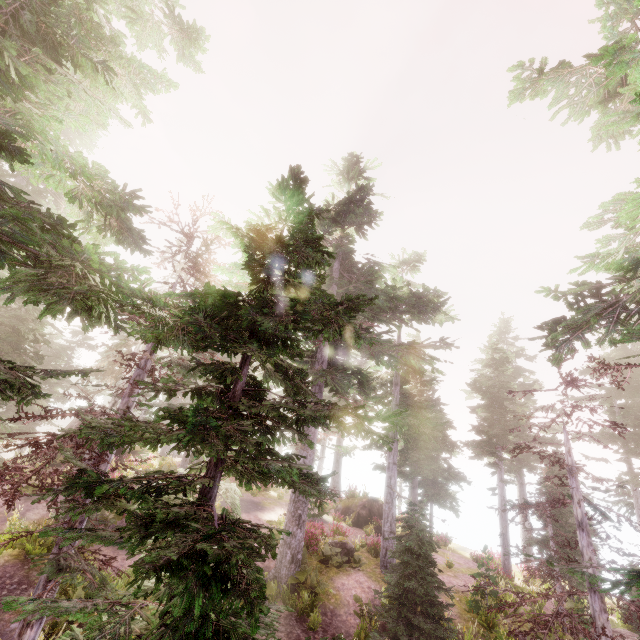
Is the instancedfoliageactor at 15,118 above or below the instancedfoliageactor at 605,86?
below

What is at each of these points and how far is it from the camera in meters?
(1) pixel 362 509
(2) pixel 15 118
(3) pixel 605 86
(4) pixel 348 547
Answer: (1) rock, 26.4
(2) instancedfoliageactor, 5.6
(3) instancedfoliageactor, 7.3
(4) rock, 17.1

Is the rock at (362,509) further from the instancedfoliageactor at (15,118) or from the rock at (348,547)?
the rock at (348,547)

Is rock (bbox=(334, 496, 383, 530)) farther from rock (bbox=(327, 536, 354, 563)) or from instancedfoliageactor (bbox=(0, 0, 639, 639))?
rock (bbox=(327, 536, 354, 563))

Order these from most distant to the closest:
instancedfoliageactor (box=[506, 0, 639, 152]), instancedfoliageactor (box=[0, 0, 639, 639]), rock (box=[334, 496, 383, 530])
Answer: rock (box=[334, 496, 383, 530]), instancedfoliageactor (box=[506, 0, 639, 152]), instancedfoliageactor (box=[0, 0, 639, 639])

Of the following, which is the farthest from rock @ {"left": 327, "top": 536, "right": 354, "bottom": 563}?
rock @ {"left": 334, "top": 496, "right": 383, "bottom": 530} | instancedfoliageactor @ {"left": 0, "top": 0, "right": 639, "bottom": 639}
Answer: rock @ {"left": 334, "top": 496, "right": 383, "bottom": 530}

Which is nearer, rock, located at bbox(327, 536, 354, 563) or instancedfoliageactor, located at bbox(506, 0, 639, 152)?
instancedfoliageactor, located at bbox(506, 0, 639, 152)
